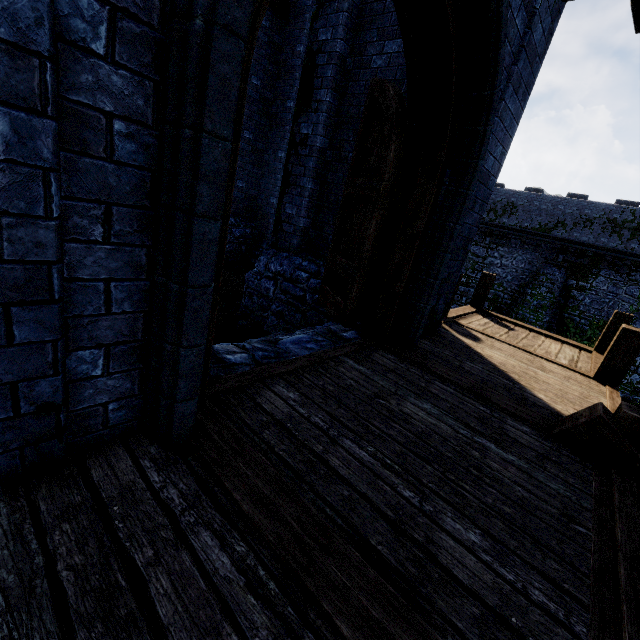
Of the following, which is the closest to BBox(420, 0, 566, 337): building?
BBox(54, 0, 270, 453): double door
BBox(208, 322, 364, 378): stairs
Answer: BBox(54, 0, 270, 453): double door

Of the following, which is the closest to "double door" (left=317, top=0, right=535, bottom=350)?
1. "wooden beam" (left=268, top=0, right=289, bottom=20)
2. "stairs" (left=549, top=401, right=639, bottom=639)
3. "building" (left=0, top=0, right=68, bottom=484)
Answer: "building" (left=0, top=0, right=68, bottom=484)

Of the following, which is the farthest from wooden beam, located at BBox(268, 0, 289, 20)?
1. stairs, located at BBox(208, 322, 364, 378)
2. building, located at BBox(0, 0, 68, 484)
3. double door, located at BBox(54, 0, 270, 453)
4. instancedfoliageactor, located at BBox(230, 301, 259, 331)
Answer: stairs, located at BBox(208, 322, 364, 378)

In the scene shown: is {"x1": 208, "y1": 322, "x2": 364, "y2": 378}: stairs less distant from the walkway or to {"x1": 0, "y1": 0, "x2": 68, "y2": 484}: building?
{"x1": 0, "y1": 0, "x2": 68, "y2": 484}: building

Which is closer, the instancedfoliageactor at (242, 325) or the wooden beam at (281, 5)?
the instancedfoliageactor at (242, 325)

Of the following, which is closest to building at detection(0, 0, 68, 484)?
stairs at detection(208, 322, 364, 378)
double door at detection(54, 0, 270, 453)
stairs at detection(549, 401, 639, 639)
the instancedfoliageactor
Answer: double door at detection(54, 0, 270, 453)

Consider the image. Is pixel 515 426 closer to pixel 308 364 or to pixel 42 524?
pixel 308 364

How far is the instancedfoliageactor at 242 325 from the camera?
6.4m
